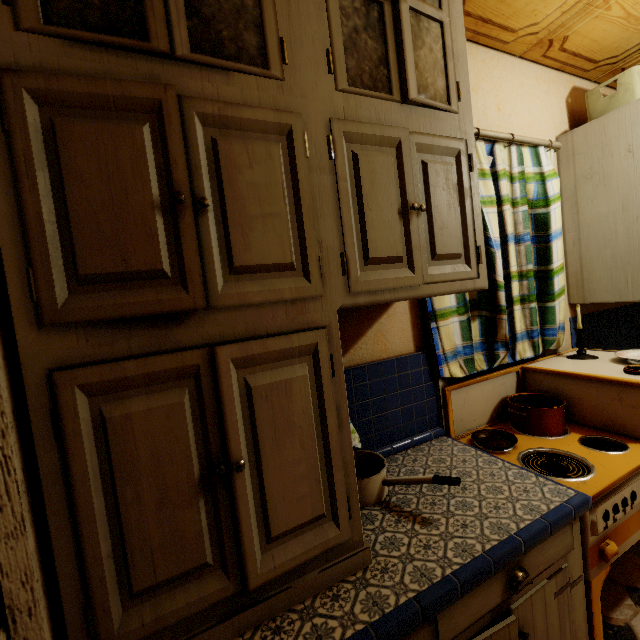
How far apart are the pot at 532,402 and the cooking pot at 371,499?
0.8 meters

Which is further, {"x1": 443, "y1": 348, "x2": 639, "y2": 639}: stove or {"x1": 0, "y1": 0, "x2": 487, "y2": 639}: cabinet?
{"x1": 443, "y1": 348, "x2": 639, "y2": 639}: stove

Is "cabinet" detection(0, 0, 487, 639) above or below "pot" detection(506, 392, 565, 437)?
above

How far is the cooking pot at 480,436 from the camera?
1.5 meters

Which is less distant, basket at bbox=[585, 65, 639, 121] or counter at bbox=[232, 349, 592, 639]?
counter at bbox=[232, 349, 592, 639]

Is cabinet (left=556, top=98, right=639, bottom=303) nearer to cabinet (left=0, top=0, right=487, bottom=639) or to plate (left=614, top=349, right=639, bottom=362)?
plate (left=614, top=349, right=639, bottom=362)

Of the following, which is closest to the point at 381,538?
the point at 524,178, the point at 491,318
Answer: the point at 491,318

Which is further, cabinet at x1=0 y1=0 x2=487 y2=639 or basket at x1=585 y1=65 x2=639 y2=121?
basket at x1=585 y1=65 x2=639 y2=121
